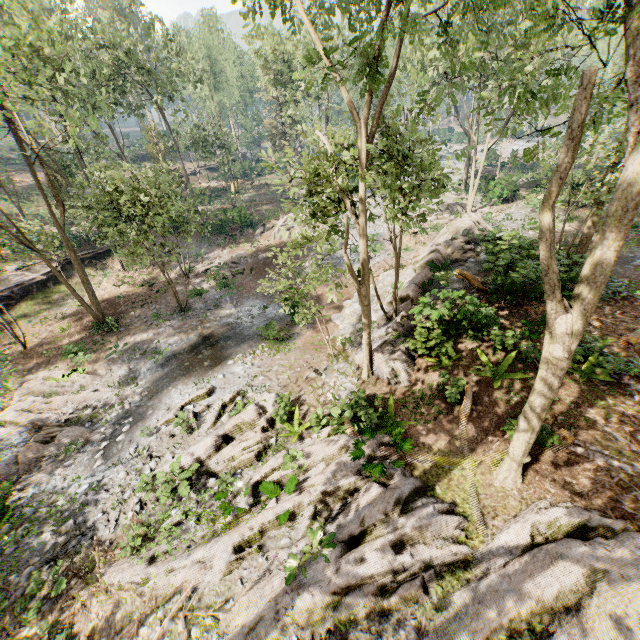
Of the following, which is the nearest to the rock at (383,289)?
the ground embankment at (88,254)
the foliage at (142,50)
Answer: the foliage at (142,50)

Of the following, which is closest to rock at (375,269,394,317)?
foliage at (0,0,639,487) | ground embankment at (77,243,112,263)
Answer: foliage at (0,0,639,487)

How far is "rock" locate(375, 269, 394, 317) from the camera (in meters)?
17.30

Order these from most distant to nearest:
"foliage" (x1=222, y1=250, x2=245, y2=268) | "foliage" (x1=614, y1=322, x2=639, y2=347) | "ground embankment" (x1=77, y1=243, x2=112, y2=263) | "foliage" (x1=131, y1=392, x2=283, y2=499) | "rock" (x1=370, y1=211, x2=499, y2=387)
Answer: "ground embankment" (x1=77, y1=243, x2=112, y2=263), "foliage" (x1=222, y1=250, x2=245, y2=268), "rock" (x1=370, y1=211, x2=499, y2=387), "foliage" (x1=614, y1=322, x2=639, y2=347), "foliage" (x1=131, y1=392, x2=283, y2=499)

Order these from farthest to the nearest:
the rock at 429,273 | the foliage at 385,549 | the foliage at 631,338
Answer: the rock at 429,273
the foliage at 631,338
the foliage at 385,549

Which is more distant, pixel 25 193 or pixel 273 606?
pixel 25 193

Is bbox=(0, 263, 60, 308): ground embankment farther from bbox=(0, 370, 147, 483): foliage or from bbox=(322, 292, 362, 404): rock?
bbox=(322, 292, 362, 404): rock
